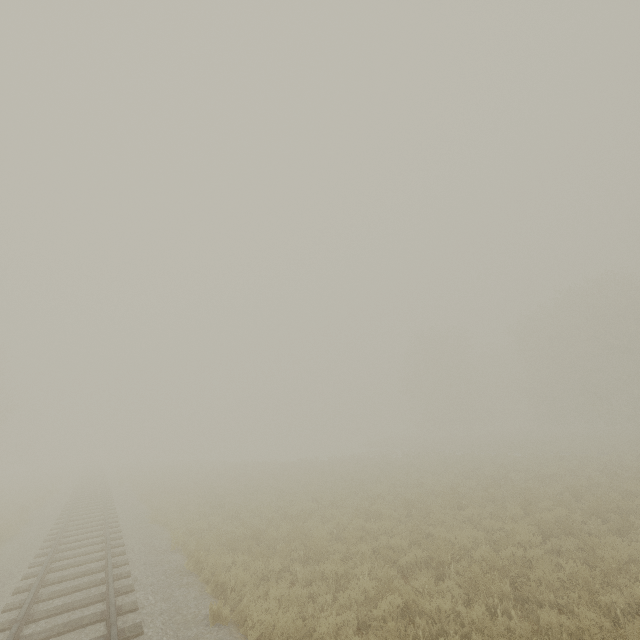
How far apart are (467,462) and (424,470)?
3.75m
